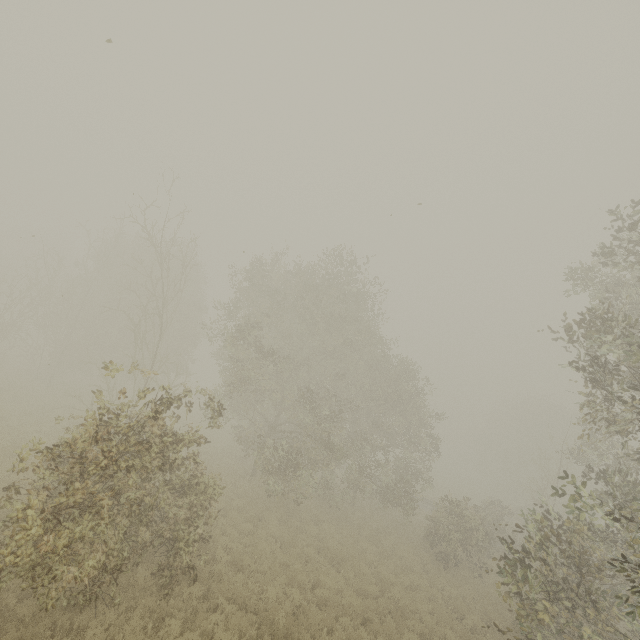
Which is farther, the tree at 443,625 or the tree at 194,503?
the tree at 443,625

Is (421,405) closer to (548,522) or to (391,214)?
(548,522)

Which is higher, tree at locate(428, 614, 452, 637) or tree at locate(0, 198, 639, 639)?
tree at locate(0, 198, 639, 639)

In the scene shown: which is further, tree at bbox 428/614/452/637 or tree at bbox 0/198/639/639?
tree at bbox 428/614/452/637

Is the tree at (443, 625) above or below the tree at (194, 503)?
below
